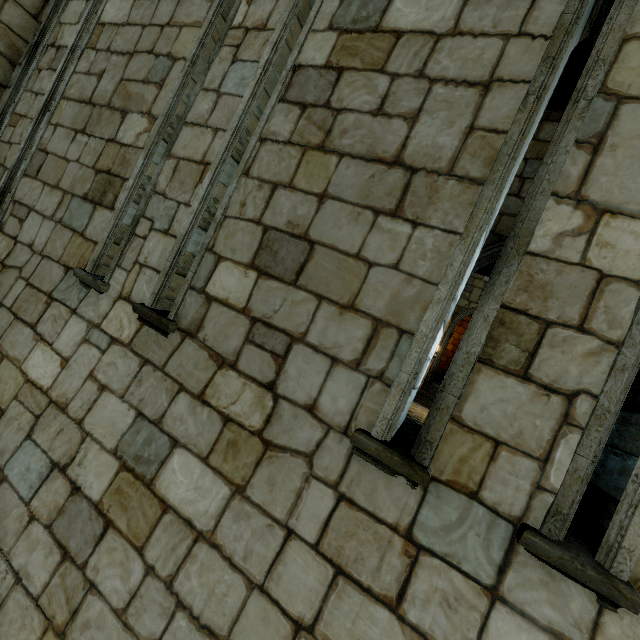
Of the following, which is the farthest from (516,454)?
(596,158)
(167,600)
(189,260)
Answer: (189,260)
